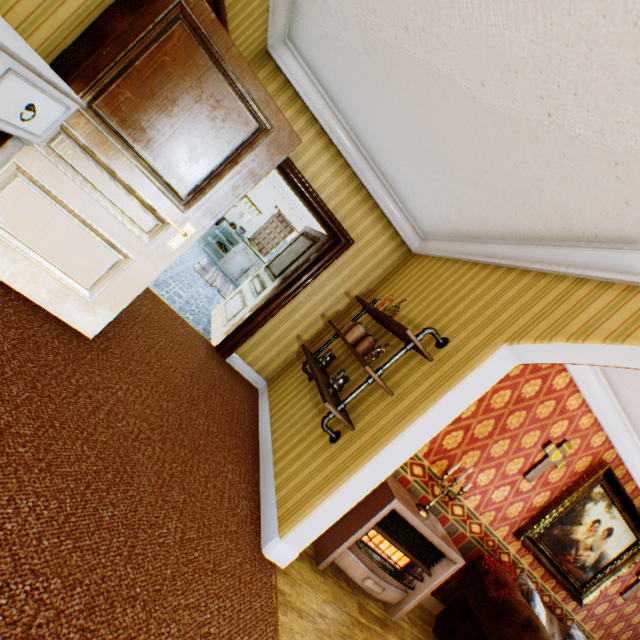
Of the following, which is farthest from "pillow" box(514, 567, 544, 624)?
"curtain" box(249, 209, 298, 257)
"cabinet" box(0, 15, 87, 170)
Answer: "curtain" box(249, 209, 298, 257)

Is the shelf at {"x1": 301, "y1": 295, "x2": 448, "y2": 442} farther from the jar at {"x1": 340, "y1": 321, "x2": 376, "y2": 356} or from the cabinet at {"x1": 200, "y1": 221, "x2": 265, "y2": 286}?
the cabinet at {"x1": 200, "y1": 221, "x2": 265, "y2": 286}

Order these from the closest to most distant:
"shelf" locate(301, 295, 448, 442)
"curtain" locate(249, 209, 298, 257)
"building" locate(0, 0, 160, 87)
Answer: "building" locate(0, 0, 160, 87) < "shelf" locate(301, 295, 448, 442) < "curtain" locate(249, 209, 298, 257)

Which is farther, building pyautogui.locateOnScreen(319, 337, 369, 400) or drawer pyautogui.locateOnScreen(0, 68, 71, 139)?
building pyautogui.locateOnScreen(319, 337, 369, 400)

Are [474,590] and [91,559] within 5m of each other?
yes

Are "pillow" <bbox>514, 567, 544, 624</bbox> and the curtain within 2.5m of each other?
no

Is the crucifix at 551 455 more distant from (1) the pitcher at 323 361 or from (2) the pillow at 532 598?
(1) the pitcher at 323 361

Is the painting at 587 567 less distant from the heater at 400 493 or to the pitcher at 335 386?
the heater at 400 493
